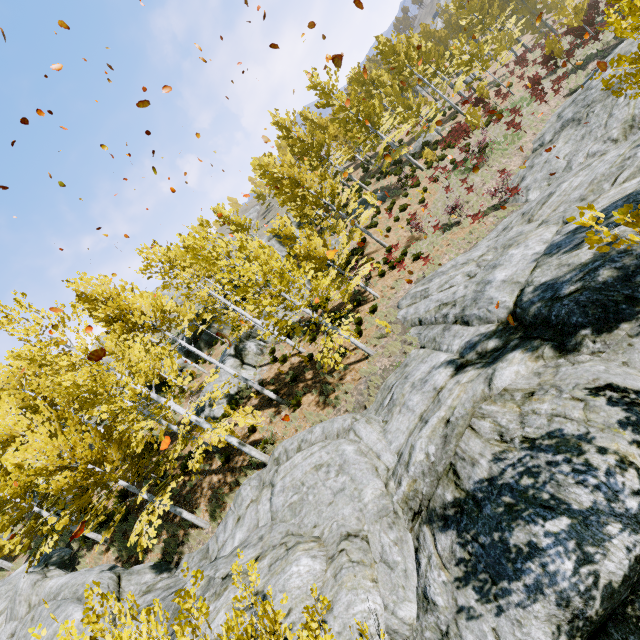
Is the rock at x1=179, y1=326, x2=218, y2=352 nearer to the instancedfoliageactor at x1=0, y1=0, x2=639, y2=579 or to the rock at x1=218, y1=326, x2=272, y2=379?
the instancedfoliageactor at x1=0, y1=0, x2=639, y2=579

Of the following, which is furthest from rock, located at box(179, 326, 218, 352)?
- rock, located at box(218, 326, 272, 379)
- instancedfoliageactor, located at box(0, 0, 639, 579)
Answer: rock, located at box(218, 326, 272, 379)

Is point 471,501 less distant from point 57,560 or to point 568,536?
point 568,536

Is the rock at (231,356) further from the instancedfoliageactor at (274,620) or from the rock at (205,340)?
the rock at (205,340)

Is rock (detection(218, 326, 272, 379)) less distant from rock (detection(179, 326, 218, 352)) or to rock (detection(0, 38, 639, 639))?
rock (detection(179, 326, 218, 352))

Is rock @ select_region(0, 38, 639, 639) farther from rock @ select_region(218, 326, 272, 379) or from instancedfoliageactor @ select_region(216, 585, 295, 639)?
rock @ select_region(218, 326, 272, 379)
